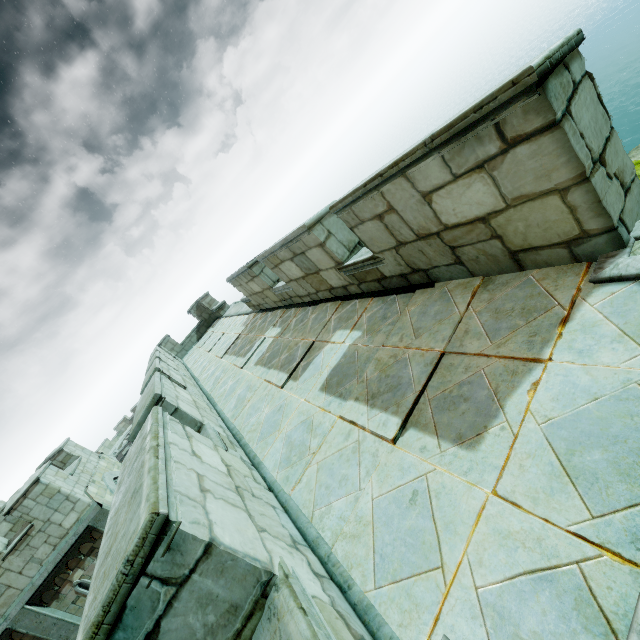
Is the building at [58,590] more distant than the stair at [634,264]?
Yes

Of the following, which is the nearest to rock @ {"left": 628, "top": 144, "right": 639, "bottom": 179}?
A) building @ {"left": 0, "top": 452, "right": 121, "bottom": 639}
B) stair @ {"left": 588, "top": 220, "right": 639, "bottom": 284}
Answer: building @ {"left": 0, "top": 452, "right": 121, "bottom": 639}

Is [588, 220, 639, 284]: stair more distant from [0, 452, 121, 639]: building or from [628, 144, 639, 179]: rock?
[628, 144, 639, 179]: rock

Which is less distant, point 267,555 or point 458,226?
point 267,555

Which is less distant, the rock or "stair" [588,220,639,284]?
"stair" [588,220,639,284]

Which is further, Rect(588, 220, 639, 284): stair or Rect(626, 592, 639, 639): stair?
Rect(588, 220, 639, 284): stair

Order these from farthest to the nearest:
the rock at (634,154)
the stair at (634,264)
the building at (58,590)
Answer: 1. the building at (58,590)
2. the rock at (634,154)
3. the stair at (634,264)

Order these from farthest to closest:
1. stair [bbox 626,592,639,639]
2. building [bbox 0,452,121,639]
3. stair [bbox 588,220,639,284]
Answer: building [bbox 0,452,121,639], stair [bbox 588,220,639,284], stair [bbox 626,592,639,639]
